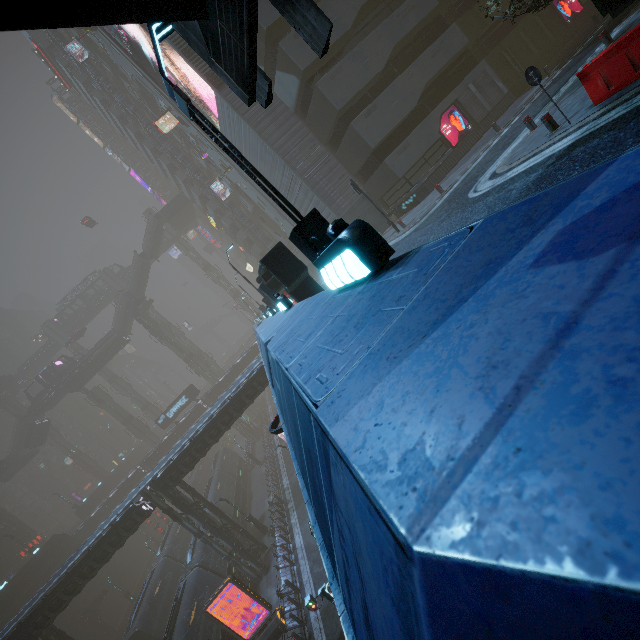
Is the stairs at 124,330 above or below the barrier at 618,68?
above

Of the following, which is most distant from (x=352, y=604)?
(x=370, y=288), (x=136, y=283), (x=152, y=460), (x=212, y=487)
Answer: (x=136, y=283)

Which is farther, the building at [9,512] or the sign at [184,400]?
the building at [9,512]

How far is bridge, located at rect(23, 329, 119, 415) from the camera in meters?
51.2 m

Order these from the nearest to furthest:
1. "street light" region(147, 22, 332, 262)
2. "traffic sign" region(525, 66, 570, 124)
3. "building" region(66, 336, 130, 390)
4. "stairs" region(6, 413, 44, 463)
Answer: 1. "street light" region(147, 22, 332, 262)
2. "traffic sign" region(525, 66, 570, 124)
3. "stairs" region(6, 413, 44, 463)
4. "building" region(66, 336, 130, 390)

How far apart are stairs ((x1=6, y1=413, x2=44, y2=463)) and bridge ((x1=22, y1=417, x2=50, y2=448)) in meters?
0.0

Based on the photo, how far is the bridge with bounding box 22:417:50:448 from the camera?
51.6 meters

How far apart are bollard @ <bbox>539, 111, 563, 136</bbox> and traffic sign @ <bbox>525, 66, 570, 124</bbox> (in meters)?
0.65
